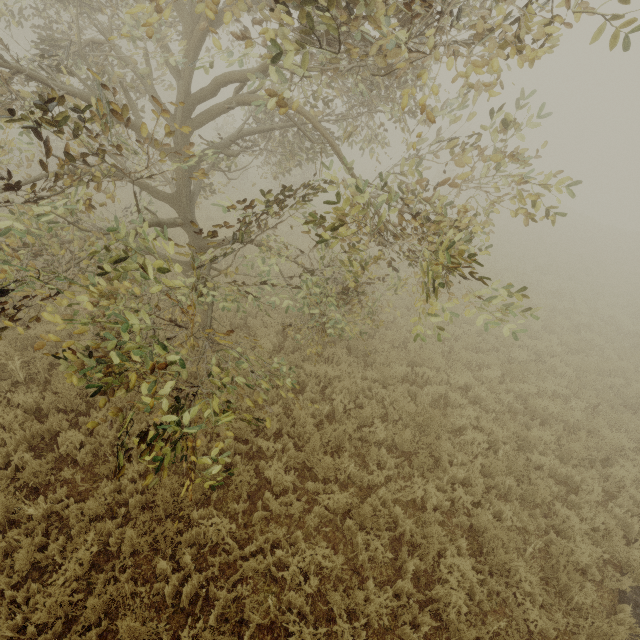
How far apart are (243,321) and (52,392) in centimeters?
475cm
